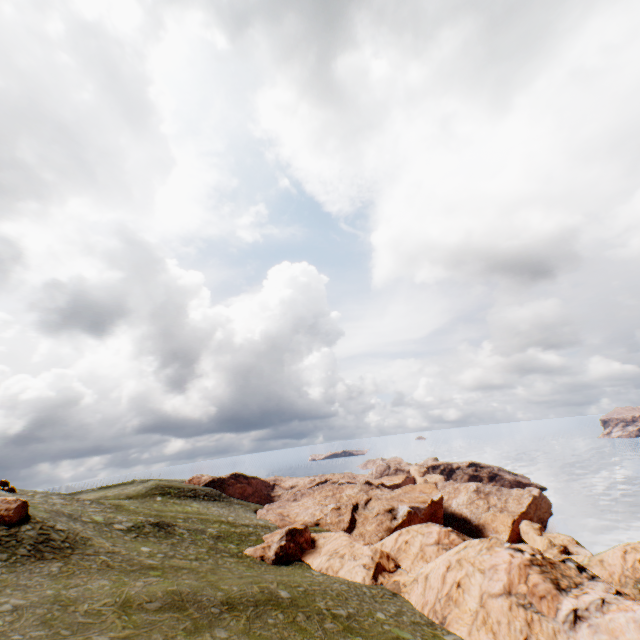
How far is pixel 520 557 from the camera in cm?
2408

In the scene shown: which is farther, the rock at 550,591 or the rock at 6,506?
the rock at 6,506

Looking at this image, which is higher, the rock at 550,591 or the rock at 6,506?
the rock at 6,506

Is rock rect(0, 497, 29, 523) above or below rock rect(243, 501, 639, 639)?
above

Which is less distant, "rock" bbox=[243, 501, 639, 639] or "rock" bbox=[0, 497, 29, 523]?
"rock" bbox=[243, 501, 639, 639]
